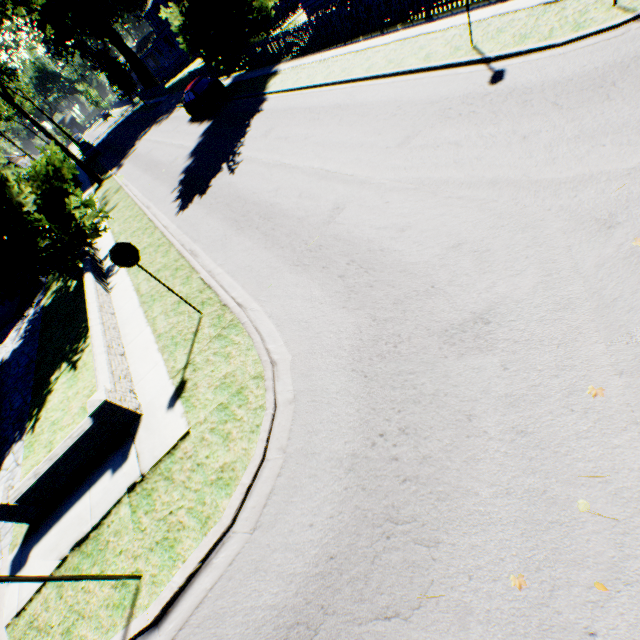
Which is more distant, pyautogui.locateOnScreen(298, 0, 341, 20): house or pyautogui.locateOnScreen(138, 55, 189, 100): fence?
pyautogui.locateOnScreen(138, 55, 189, 100): fence

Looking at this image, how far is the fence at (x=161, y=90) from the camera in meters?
42.1 m

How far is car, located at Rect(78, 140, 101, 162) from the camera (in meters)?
39.75

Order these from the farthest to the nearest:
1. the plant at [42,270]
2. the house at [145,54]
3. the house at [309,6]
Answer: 1. the house at [145,54]
2. the house at [309,6]
3. the plant at [42,270]

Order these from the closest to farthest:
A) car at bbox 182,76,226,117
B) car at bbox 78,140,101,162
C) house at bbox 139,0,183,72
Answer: car at bbox 182,76,226,117 → car at bbox 78,140,101,162 → house at bbox 139,0,183,72

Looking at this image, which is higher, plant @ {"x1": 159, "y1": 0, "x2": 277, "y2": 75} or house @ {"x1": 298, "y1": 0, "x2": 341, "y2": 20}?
plant @ {"x1": 159, "y1": 0, "x2": 277, "y2": 75}

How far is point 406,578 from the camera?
3.2 meters

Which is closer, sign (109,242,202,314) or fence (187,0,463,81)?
sign (109,242,202,314)
